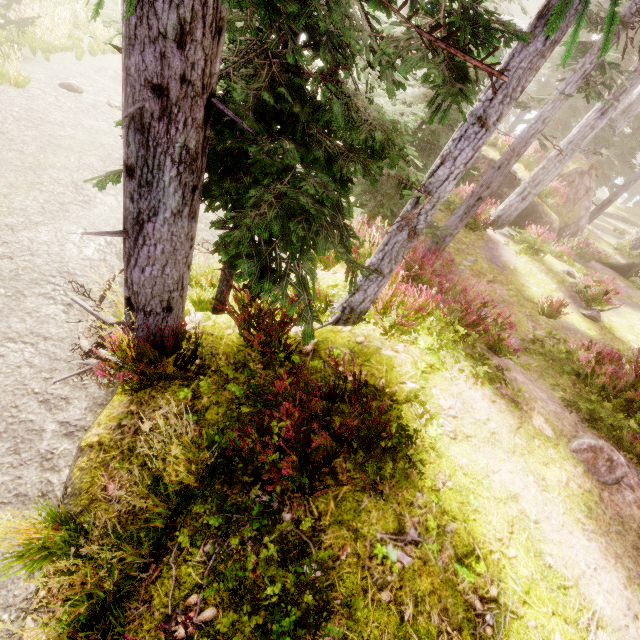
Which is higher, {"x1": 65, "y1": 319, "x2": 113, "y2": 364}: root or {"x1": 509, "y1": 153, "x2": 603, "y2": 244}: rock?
{"x1": 509, "y1": 153, "x2": 603, "y2": 244}: rock

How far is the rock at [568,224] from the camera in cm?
1497

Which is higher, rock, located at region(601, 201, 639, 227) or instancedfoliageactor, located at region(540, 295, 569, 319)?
rock, located at region(601, 201, 639, 227)

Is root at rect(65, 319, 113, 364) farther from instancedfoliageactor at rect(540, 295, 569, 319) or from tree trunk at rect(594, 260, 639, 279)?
tree trunk at rect(594, 260, 639, 279)

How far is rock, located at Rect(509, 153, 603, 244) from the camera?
15.0m

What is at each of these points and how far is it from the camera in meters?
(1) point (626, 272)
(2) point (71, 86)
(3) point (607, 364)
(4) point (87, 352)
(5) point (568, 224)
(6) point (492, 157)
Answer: (1) tree trunk, 16.3
(2) instancedfoliageactor, 9.8
(3) instancedfoliageactor, 6.8
(4) root, 4.5
(5) rock, 15.9
(6) rock, 16.0

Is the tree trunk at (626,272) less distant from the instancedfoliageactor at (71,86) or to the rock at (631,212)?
the instancedfoliageactor at (71,86)

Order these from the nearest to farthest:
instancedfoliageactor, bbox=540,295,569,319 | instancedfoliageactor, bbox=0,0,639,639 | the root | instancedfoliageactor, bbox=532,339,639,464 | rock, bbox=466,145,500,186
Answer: instancedfoliageactor, bbox=0,0,639,639 → the root → instancedfoliageactor, bbox=532,339,639,464 → instancedfoliageactor, bbox=540,295,569,319 → rock, bbox=466,145,500,186
